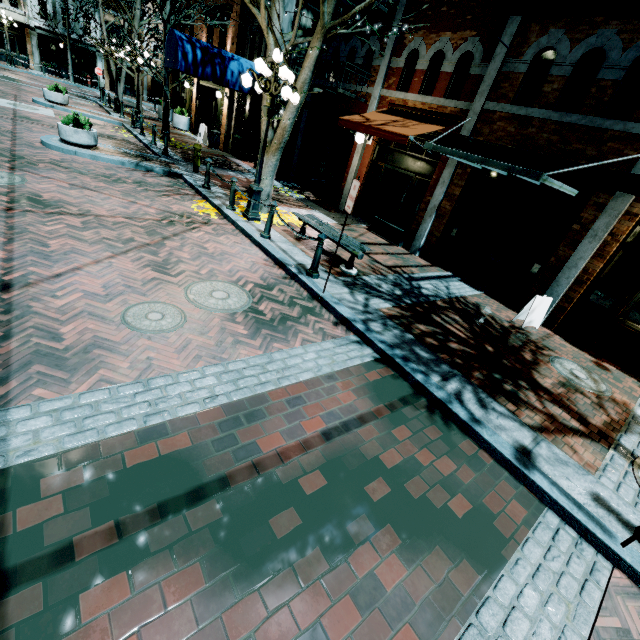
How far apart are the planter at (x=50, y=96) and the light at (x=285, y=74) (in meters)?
15.43

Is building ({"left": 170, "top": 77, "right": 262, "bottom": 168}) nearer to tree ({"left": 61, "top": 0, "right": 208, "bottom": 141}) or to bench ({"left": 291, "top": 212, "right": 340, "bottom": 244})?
tree ({"left": 61, "top": 0, "right": 208, "bottom": 141})

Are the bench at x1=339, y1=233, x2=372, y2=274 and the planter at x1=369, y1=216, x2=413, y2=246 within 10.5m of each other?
yes

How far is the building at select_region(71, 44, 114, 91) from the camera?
31.5m

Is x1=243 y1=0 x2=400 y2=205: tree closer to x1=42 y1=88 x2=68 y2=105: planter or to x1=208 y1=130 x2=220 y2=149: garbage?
x1=208 y1=130 x2=220 y2=149: garbage

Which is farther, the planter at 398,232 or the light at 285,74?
the planter at 398,232

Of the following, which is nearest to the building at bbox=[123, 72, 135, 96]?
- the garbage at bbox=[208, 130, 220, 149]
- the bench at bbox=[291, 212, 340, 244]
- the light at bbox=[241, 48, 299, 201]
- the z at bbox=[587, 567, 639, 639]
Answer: the garbage at bbox=[208, 130, 220, 149]

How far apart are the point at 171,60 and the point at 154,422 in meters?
15.7 m
